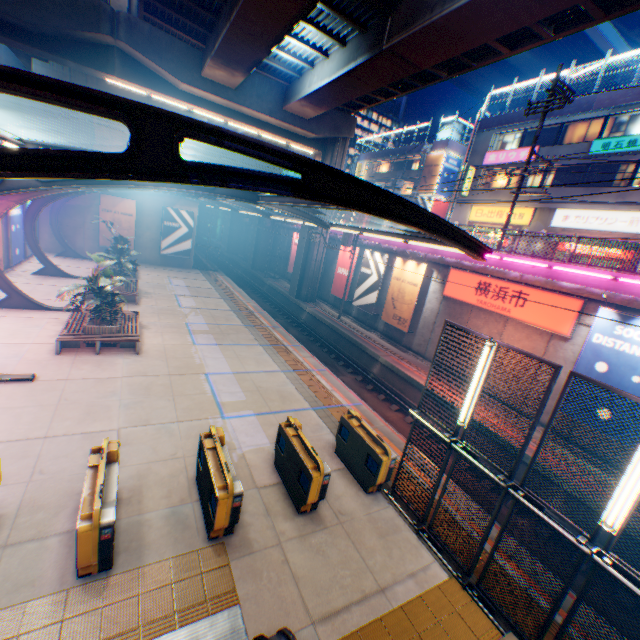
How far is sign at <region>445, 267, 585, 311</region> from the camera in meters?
13.2 m

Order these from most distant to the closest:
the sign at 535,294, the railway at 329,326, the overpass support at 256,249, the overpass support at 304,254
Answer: the overpass support at 256,249 < the overpass support at 304,254 < the railway at 329,326 < the sign at 535,294

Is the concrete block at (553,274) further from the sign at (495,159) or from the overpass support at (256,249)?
the sign at (495,159)

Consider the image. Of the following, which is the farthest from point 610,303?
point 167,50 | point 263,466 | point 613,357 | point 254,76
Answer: point 167,50

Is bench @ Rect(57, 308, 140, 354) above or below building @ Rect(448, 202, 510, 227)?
below

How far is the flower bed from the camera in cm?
1257

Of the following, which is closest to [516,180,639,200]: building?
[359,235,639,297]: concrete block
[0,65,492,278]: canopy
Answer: [359,235,639,297]: concrete block

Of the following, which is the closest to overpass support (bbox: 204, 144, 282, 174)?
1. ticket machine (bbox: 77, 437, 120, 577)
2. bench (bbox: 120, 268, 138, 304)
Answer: bench (bbox: 120, 268, 138, 304)
